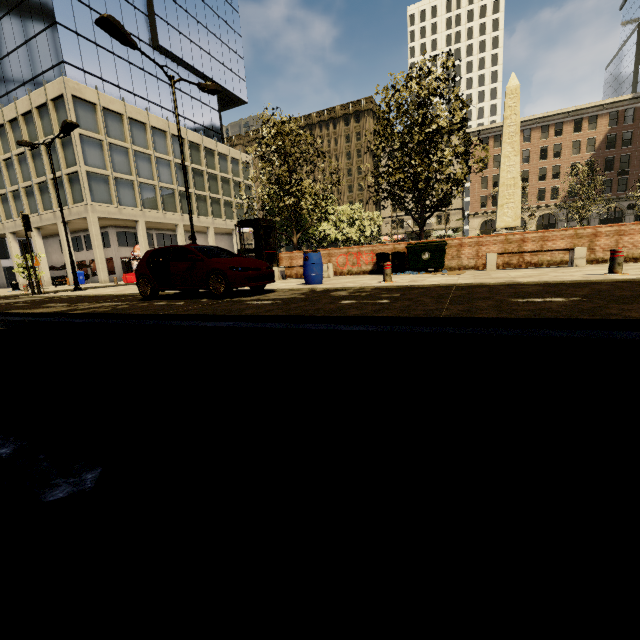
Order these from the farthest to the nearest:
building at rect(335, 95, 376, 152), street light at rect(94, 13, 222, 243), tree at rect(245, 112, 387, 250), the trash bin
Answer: building at rect(335, 95, 376, 152)
tree at rect(245, 112, 387, 250)
the trash bin
street light at rect(94, 13, 222, 243)

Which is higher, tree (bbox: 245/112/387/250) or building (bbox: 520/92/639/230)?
building (bbox: 520/92/639/230)

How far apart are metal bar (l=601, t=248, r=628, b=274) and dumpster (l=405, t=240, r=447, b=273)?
4.9 meters

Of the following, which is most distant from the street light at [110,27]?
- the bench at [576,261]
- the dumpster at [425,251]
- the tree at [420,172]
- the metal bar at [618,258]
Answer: the metal bar at [618,258]

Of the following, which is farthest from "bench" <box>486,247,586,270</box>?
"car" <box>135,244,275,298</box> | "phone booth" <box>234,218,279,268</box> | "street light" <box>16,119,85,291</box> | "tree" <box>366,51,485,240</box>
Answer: "street light" <box>16,119,85,291</box>

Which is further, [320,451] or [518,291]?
[518,291]

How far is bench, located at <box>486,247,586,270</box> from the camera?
9.8 meters

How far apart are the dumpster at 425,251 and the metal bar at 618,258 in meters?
4.9
